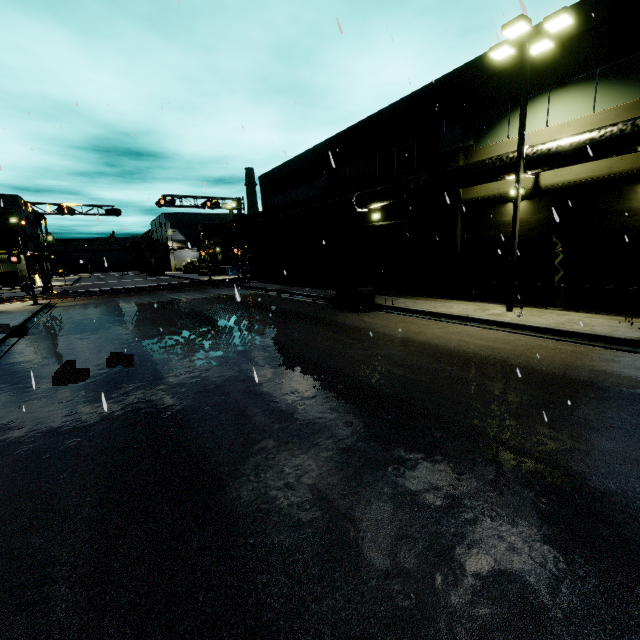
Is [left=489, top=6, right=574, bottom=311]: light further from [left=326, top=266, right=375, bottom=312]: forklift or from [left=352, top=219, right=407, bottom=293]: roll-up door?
[left=326, top=266, right=375, bottom=312]: forklift

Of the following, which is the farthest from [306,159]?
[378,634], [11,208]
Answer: [11,208]

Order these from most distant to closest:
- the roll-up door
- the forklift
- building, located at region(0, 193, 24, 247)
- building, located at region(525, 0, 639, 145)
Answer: building, located at region(0, 193, 24, 247) → the roll-up door → the forklift → building, located at region(525, 0, 639, 145)

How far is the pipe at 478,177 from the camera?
13.3m

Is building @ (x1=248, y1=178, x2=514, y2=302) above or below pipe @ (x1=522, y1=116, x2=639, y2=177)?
below

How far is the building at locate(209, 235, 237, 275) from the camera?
50.9m

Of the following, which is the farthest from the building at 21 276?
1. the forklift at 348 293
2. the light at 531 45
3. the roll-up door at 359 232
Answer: the forklift at 348 293

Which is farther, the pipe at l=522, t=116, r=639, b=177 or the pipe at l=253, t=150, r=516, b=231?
the pipe at l=253, t=150, r=516, b=231
